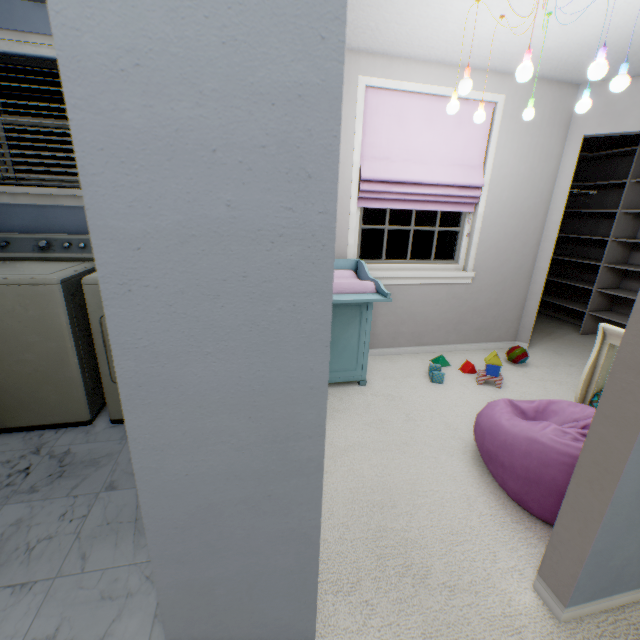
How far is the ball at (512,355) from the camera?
3.1m

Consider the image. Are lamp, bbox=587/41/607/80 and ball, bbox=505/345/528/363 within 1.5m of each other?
no

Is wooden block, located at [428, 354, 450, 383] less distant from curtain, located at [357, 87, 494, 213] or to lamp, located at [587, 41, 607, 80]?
curtain, located at [357, 87, 494, 213]

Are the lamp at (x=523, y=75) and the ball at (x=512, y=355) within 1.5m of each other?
no

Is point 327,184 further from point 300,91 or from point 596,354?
point 596,354

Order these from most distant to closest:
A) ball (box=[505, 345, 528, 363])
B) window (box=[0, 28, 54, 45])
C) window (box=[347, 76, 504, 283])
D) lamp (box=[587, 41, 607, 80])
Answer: ball (box=[505, 345, 528, 363]) < window (box=[347, 76, 504, 283]) < window (box=[0, 28, 54, 45]) < lamp (box=[587, 41, 607, 80])

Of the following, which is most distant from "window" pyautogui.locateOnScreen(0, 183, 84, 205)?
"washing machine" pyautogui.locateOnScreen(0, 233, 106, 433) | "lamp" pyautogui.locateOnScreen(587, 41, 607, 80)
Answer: "lamp" pyautogui.locateOnScreen(587, 41, 607, 80)

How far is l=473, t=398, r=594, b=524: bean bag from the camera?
1.41m
